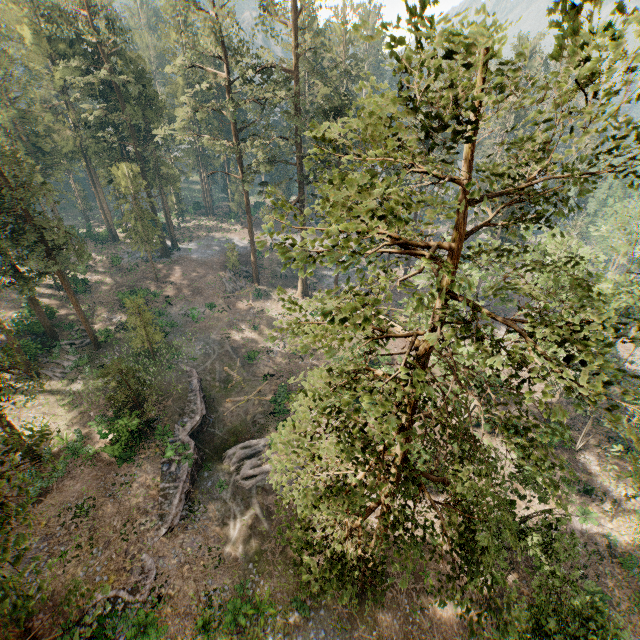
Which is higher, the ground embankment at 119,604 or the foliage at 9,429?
the foliage at 9,429

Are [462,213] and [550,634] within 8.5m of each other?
no

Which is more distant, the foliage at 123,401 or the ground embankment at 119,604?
the foliage at 123,401

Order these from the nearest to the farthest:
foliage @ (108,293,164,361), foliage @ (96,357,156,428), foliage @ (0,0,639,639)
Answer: foliage @ (0,0,639,639)
foliage @ (96,357,156,428)
foliage @ (108,293,164,361)

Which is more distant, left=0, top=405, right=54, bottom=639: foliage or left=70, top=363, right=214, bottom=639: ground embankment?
left=70, top=363, right=214, bottom=639: ground embankment

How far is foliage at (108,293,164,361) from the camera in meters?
30.5

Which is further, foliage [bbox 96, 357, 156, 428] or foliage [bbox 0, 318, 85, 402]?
foliage [bbox 96, 357, 156, 428]
